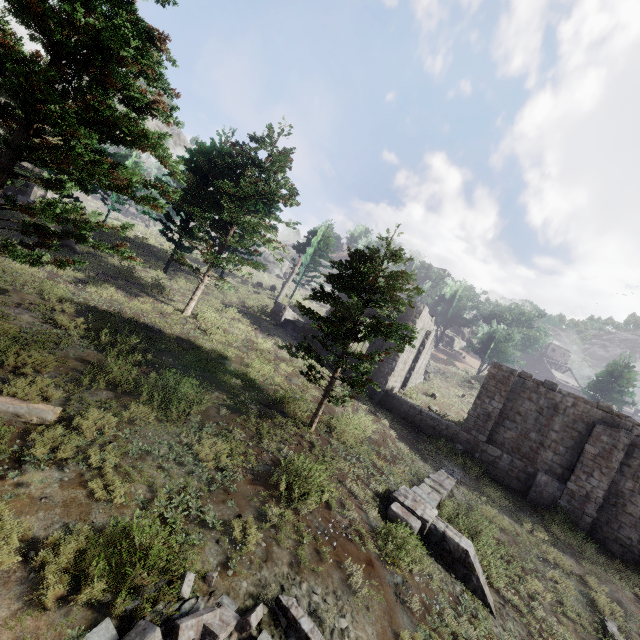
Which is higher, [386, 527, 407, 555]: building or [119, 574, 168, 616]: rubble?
[386, 527, 407, 555]: building

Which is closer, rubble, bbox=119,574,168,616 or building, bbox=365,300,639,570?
rubble, bbox=119,574,168,616

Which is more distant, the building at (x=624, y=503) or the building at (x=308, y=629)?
the building at (x=624, y=503)

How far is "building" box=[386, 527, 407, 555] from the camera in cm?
787

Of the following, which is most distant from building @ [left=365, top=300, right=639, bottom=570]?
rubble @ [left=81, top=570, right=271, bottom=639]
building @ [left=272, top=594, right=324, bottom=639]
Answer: building @ [left=272, top=594, right=324, bottom=639]

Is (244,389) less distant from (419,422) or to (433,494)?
(433,494)

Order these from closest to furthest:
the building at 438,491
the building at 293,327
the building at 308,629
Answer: the building at 308,629, the building at 438,491, the building at 293,327

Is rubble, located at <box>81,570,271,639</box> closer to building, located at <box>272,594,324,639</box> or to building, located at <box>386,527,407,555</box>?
building, located at <box>272,594,324,639</box>
